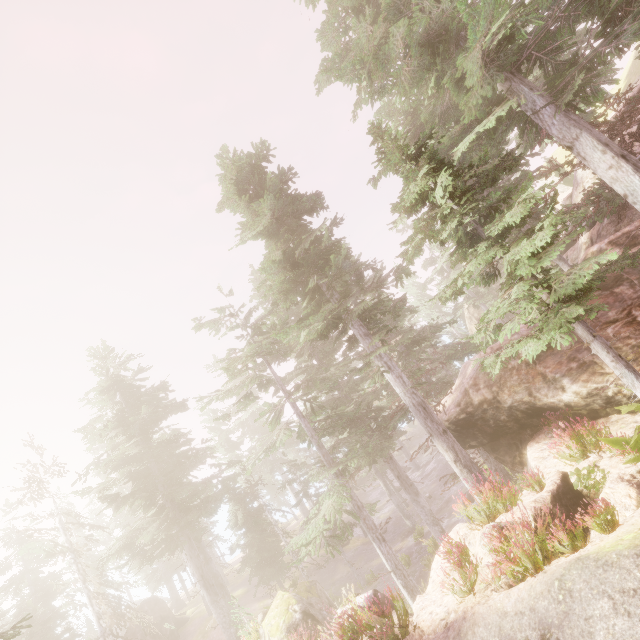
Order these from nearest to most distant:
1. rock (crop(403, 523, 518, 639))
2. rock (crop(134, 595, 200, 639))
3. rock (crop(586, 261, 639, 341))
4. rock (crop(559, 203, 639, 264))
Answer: Answer:
1. rock (crop(403, 523, 518, 639))
2. rock (crop(586, 261, 639, 341))
3. rock (crop(559, 203, 639, 264))
4. rock (crop(134, 595, 200, 639))

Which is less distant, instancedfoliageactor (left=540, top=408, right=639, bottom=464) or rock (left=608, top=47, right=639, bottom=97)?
instancedfoliageactor (left=540, top=408, right=639, bottom=464)

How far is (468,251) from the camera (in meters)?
8.45

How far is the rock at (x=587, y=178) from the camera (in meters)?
21.53

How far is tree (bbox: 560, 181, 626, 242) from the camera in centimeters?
1188cm

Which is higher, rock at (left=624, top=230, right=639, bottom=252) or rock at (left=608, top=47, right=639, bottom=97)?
rock at (left=608, top=47, right=639, bottom=97)

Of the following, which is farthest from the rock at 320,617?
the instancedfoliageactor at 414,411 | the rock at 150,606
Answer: the rock at 150,606

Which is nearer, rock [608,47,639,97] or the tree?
the tree
